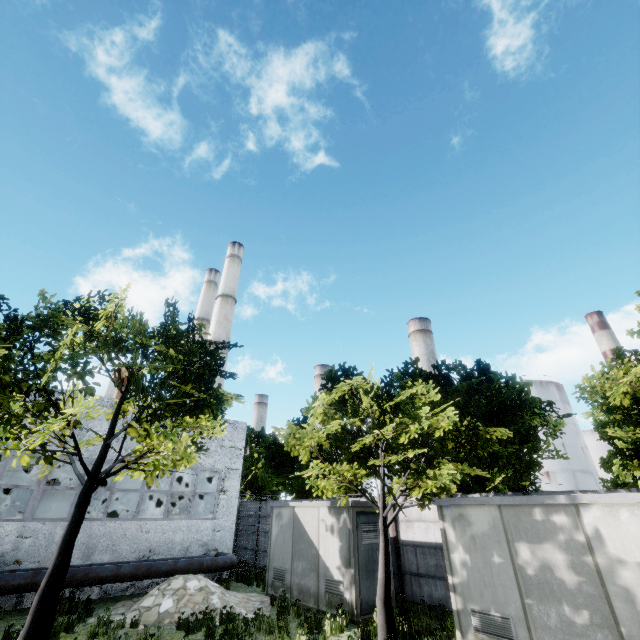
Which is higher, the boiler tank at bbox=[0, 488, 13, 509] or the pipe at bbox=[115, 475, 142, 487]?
the pipe at bbox=[115, 475, 142, 487]

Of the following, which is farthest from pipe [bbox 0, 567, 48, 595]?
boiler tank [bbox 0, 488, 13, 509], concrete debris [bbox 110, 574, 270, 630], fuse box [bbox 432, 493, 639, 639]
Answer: Answer: fuse box [bbox 432, 493, 639, 639]

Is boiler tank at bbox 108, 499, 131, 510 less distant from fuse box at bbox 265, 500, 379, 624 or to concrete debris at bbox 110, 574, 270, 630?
concrete debris at bbox 110, 574, 270, 630

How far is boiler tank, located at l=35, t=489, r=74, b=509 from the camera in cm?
2042

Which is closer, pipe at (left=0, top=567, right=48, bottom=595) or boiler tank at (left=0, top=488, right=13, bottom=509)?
pipe at (left=0, top=567, right=48, bottom=595)

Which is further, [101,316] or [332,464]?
[332,464]

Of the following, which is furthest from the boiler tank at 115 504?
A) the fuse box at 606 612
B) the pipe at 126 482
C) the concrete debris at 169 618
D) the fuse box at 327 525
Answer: the fuse box at 606 612

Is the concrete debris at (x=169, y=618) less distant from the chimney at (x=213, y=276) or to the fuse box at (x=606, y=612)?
the fuse box at (x=606, y=612)
